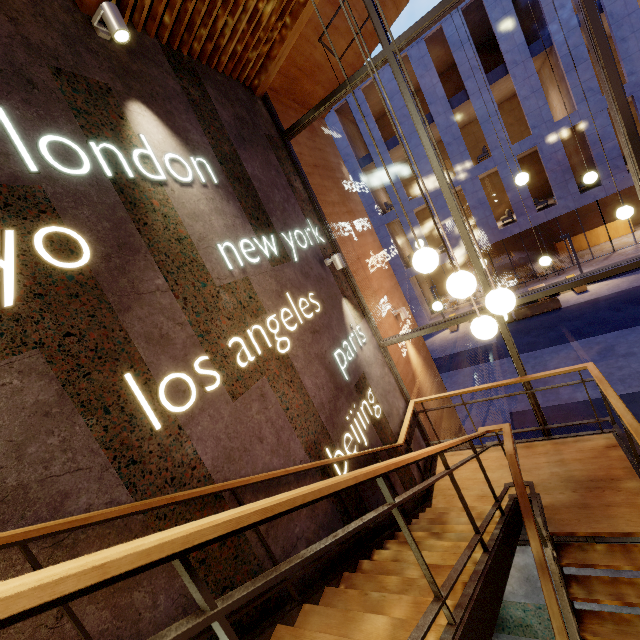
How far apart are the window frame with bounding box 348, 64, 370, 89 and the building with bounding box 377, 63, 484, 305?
16.76m

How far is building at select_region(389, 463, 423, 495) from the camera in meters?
4.7

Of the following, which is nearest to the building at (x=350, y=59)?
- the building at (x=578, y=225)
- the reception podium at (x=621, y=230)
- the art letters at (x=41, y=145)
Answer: the art letters at (x=41, y=145)

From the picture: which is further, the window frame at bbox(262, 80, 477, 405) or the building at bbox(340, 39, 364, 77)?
the building at bbox(340, 39, 364, 77)

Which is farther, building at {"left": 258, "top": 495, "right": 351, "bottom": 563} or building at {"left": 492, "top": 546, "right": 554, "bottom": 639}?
building at {"left": 492, "top": 546, "right": 554, "bottom": 639}

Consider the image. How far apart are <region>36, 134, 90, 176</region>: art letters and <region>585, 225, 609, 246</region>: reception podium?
27.37m

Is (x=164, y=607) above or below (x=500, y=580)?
above

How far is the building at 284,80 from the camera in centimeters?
539cm
